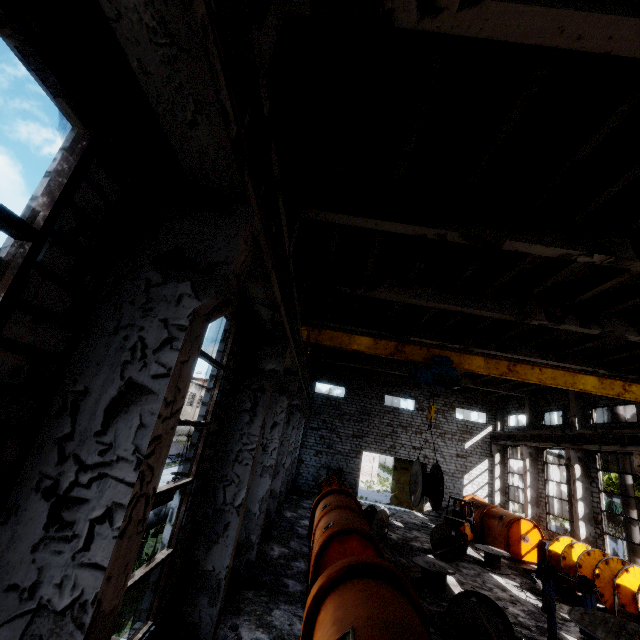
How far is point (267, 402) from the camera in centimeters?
704cm

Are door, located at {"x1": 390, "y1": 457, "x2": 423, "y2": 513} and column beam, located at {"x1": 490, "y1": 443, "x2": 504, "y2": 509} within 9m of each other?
yes

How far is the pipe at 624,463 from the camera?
17.69m

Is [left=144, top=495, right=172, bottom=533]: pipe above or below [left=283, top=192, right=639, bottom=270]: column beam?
below

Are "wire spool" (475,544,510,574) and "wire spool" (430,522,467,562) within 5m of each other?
yes

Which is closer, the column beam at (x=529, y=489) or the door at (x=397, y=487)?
the column beam at (x=529, y=489)

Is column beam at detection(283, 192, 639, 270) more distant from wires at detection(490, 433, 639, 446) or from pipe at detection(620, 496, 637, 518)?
pipe at detection(620, 496, 637, 518)

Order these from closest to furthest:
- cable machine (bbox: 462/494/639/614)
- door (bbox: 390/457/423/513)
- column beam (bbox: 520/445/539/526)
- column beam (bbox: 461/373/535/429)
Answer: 1. cable machine (bbox: 462/494/639/614)
2. column beam (bbox: 520/445/539/526)
3. column beam (bbox: 461/373/535/429)
4. door (bbox: 390/457/423/513)
